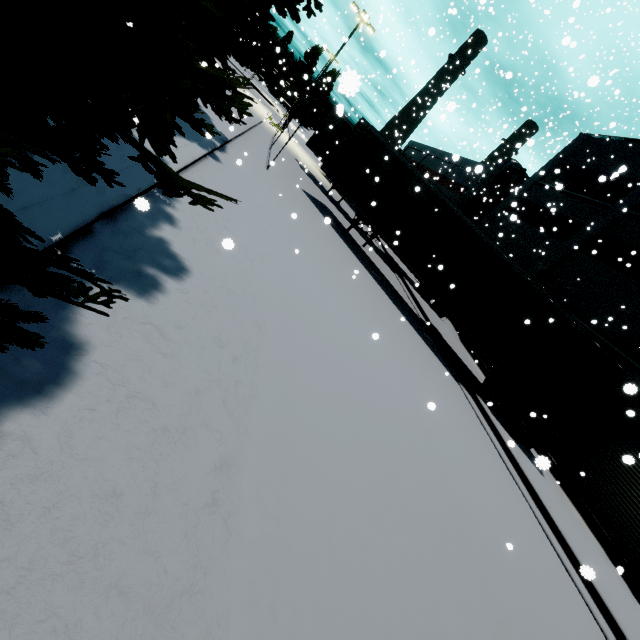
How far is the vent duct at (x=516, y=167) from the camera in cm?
2691

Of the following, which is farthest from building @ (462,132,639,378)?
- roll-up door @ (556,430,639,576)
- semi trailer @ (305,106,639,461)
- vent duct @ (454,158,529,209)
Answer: semi trailer @ (305,106,639,461)

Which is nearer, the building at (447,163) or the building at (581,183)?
the building at (581,183)

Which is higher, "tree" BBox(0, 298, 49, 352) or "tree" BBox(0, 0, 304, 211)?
"tree" BBox(0, 0, 304, 211)

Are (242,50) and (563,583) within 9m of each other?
no

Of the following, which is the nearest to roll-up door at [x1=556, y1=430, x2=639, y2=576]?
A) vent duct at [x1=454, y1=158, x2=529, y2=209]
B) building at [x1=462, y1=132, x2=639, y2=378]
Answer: building at [x1=462, y1=132, x2=639, y2=378]

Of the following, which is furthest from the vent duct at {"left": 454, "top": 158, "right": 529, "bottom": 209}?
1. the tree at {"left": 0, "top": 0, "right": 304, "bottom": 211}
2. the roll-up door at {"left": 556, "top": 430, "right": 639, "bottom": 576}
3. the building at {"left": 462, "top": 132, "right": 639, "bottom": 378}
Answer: the roll-up door at {"left": 556, "top": 430, "right": 639, "bottom": 576}

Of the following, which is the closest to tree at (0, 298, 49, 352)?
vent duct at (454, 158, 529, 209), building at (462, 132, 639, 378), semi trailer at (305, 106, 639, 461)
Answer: building at (462, 132, 639, 378)
